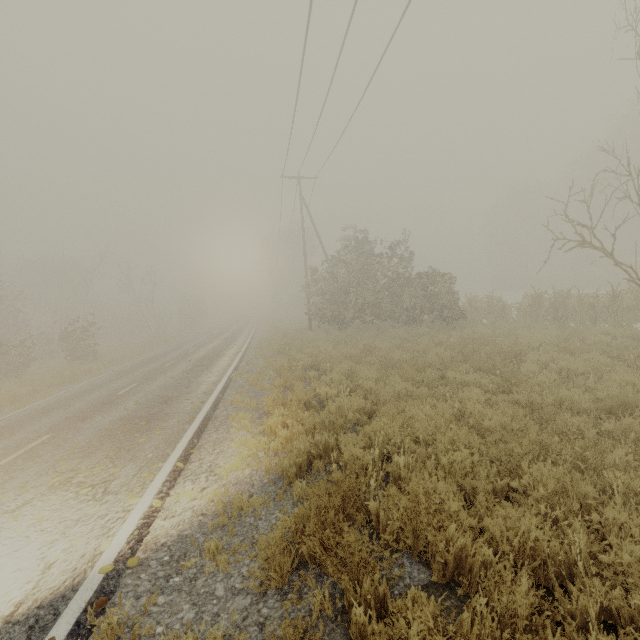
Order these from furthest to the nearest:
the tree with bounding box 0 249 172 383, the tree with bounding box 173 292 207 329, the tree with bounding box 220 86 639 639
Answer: the tree with bounding box 173 292 207 329 < the tree with bounding box 0 249 172 383 < the tree with bounding box 220 86 639 639

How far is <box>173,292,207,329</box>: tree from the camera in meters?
49.4 m

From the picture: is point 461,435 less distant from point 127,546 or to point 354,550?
point 354,550

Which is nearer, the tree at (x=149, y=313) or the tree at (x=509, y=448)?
the tree at (x=509, y=448)

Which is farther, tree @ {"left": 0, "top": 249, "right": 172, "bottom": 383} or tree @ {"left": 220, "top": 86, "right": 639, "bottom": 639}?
tree @ {"left": 0, "top": 249, "right": 172, "bottom": 383}

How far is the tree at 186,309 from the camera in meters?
49.4
